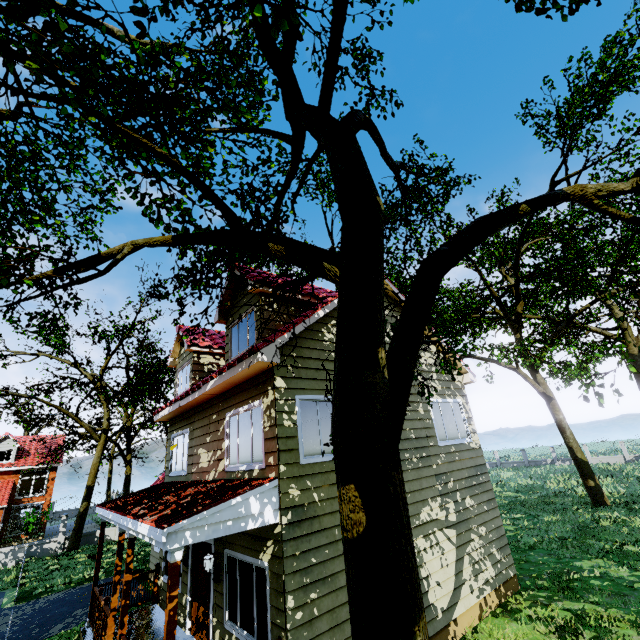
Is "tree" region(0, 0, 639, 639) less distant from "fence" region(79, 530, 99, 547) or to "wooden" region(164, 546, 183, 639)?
"fence" region(79, 530, 99, 547)

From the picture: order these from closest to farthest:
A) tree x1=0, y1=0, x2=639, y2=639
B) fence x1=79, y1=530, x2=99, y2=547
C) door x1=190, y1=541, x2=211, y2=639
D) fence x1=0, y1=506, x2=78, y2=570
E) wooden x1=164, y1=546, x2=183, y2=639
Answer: tree x1=0, y1=0, x2=639, y2=639 → wooden x1=164, y1=546, x2=183, y2=639 → door x1=190, y1=541, x2=211, y2=639 → fence x1=0, y1=506, x2=78, y2=570 → fence x1=79, y1=530, x2=99, y2=547

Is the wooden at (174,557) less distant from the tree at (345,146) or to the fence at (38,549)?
the tree at (345,146)

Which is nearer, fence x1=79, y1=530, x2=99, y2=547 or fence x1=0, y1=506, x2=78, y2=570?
fence x1=0, y1=506, x2=78, y2=570

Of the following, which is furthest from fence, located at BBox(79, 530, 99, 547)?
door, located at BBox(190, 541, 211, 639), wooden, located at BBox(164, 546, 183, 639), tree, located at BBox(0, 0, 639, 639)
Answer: wooden, located at BBox(164, 546, 183, 639)

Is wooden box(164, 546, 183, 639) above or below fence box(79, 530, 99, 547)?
above

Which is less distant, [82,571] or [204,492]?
[204,492]

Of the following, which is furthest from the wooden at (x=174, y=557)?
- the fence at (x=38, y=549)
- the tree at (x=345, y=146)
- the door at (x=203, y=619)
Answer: the fence at (x=38, y=549)
